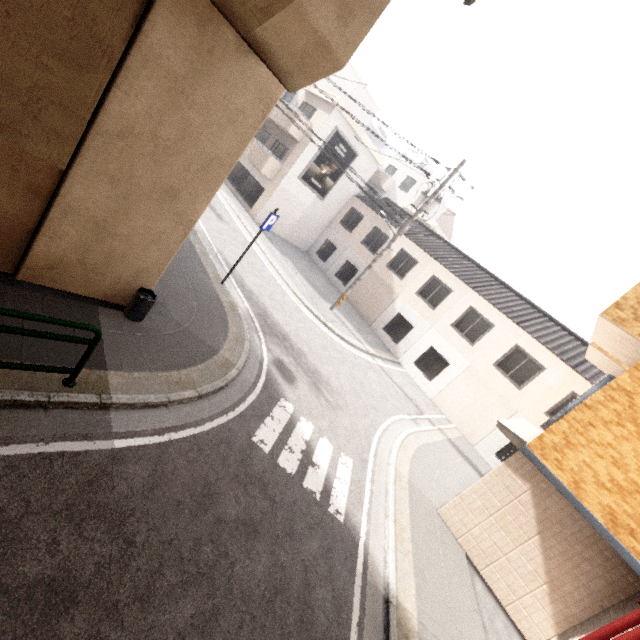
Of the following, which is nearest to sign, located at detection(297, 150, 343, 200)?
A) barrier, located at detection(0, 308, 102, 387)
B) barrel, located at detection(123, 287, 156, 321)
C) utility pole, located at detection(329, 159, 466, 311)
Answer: utility pole, located at detection(329, 159, 466, 311)

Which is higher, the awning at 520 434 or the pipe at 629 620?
the awning at 520 434

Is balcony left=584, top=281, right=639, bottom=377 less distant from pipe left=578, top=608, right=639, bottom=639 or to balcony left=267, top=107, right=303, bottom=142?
pipe left=578, top=608, right=639, bottom=639

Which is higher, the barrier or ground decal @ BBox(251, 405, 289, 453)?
the barrier

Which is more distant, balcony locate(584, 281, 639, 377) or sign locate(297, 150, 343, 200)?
sign locate(297, 150, 343, 200)

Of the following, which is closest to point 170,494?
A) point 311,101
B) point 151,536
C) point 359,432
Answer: point 151,536

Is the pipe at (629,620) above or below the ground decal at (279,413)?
above

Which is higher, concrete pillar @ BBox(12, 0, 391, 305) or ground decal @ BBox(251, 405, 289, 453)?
concrete pillar @ BBox(12, 0, 391, 305)
